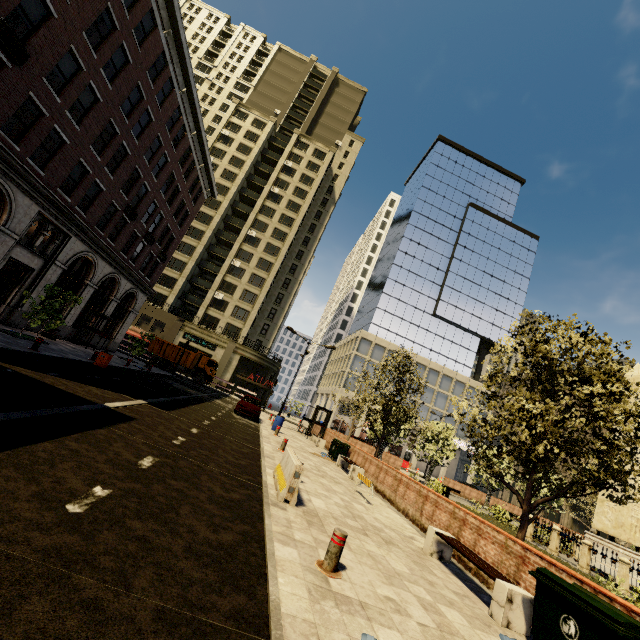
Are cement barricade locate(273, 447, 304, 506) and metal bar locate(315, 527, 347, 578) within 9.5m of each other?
yes

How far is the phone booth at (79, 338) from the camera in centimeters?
2347cm

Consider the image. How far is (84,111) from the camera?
16.5m

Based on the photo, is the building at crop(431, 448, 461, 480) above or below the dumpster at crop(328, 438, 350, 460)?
above

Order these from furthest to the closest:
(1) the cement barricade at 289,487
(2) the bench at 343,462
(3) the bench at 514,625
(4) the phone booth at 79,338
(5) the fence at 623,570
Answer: (4) the phone booth at 79,338 < (2) the bench at 343,462 < (5) the fence at 623,570 < (1) the cement barricade at 289,487 < (3) the bench at 514,625

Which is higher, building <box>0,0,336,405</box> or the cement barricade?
building <box>0,0,336,405</box>

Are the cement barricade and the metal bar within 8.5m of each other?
yes

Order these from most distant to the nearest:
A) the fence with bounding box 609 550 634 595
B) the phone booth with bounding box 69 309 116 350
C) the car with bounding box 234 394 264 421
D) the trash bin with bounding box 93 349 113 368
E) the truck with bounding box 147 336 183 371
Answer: the truck with bounding box 147 336 183 371
the phone booth with bounding box 69 309 116 350
the car with bounding box 234 394 264 421
the trash bin with bounding box 93 349 113 368
the fence with bounding box 609 550 634 595
